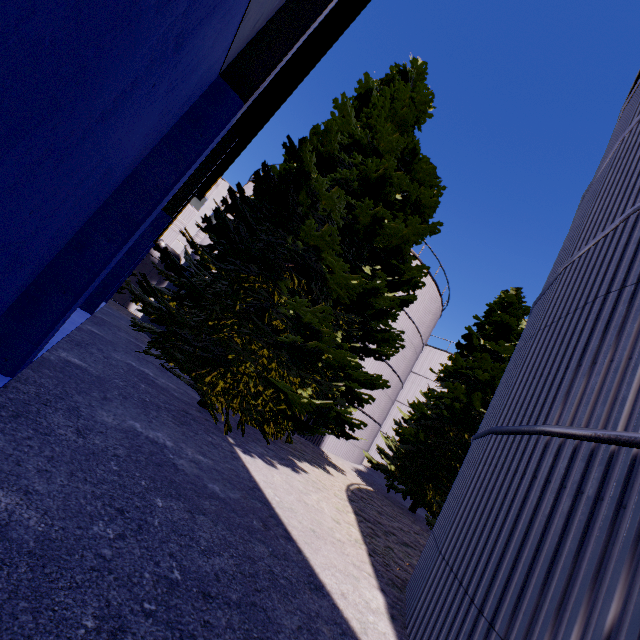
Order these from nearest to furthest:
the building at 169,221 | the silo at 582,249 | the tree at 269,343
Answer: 1. the building at 169,221
2. the silo at 582,249
3. the tree at 269,343

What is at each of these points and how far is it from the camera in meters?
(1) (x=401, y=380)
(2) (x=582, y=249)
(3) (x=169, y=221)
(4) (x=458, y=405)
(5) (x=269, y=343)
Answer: (1) silo, 20.9
(2) silo, 5.0
(3) building, 13.8
(4) tree, 13.5
(5) tree, 8.8

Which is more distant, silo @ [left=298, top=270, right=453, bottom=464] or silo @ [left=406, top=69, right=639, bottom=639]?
silo @ [left=298, top=270, right=453, bottom=464]

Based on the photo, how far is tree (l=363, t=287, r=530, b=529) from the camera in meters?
13.4

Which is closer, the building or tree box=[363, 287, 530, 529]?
the building

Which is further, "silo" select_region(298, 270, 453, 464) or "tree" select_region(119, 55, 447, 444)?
"silo" select_region(298, 270, 453, 464)

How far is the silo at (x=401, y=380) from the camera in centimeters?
1798cm

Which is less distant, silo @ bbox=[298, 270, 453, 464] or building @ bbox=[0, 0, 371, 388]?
building @ bbox=[0, 0, 371, 388]
